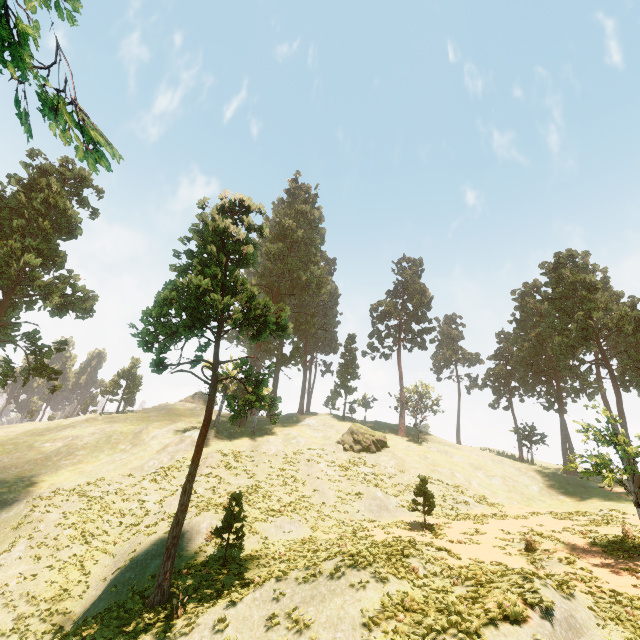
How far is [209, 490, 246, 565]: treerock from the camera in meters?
18.1

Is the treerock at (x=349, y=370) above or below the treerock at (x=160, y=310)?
above

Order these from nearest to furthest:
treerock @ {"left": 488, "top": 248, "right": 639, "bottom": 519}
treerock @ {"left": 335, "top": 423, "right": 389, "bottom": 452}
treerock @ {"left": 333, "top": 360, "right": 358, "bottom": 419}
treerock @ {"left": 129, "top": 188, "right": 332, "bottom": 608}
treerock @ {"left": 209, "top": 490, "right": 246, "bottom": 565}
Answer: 1. treerock @ {"left": 129, "top": 188, "right": 332, "bottom": 608}
2. treerock @ {"left": 209, "top": 490, "right": 246, "bottom": 565}
3. treerock @ {"left": 488, "top": 248, "right": 639, "bottom": 519}
4. treerock @ {"left": 335, "top": 423, "right": 389, "bottom": 452}
5. treerock @ {"left": 333, "top": 360, "right": 358, "bottom": 419}

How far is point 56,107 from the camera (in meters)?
2.34

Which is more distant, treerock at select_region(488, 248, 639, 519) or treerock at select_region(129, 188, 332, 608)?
treerock at select_region(488, 248, 639, 519)

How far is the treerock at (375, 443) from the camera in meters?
38.1 m

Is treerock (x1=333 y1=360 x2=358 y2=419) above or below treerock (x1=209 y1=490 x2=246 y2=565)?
above
